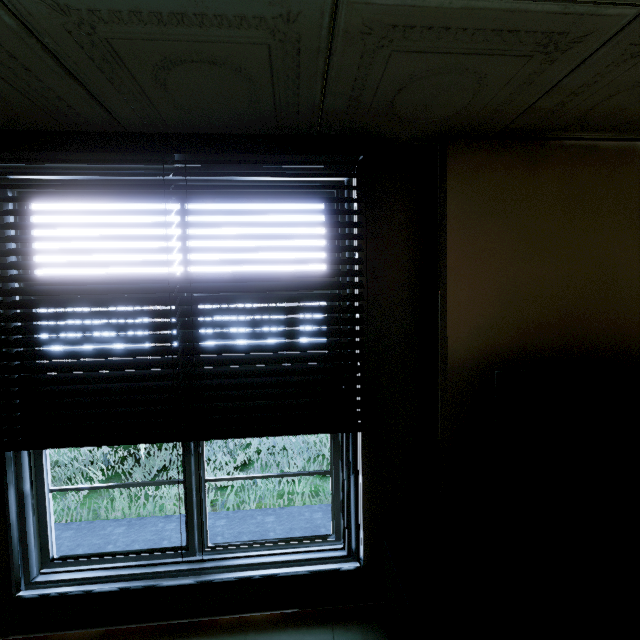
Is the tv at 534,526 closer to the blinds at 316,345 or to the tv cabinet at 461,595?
the tv cabinet at 461,595

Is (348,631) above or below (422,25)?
below

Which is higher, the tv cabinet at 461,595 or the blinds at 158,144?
the blinds at 158,144

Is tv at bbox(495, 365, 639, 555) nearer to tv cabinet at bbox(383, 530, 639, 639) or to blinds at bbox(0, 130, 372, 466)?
tv cabinet at bbox(383, 530, 639, 639)

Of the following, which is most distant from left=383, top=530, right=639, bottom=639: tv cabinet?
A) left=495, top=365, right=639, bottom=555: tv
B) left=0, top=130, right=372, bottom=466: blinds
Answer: left=0, top=130, right=372, bottom=466: blinds
